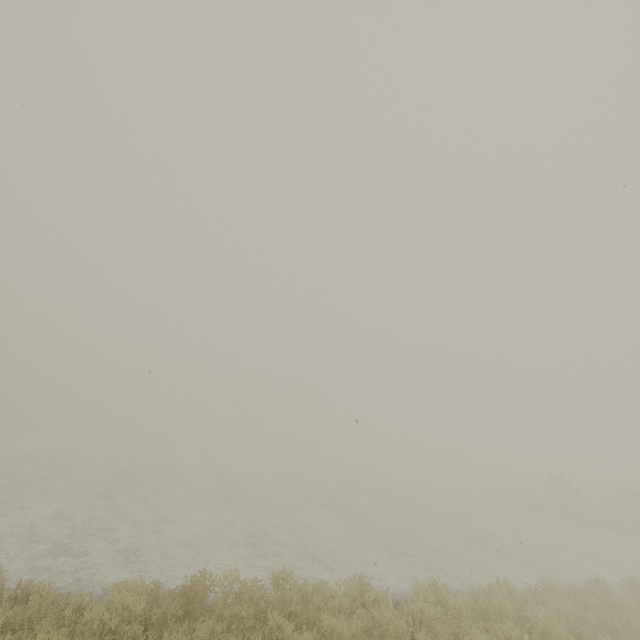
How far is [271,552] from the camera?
10.08m
